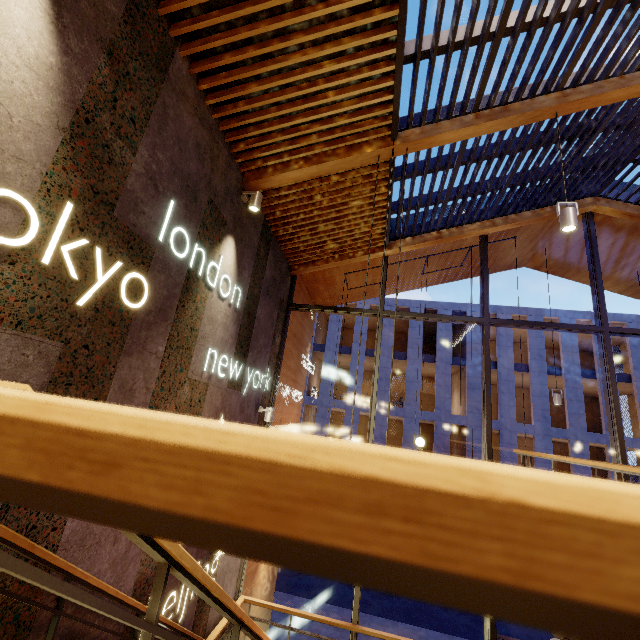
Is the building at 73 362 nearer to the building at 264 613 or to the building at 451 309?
the building at 264 613

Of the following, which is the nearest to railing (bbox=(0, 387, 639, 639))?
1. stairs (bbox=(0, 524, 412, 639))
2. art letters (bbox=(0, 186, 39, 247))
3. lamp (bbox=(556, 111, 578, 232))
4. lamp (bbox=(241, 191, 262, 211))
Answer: stairs (bbox=(0, 524, 412, 639))

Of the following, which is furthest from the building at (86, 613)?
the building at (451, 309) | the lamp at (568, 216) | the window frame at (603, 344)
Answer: the building at (451, 309)

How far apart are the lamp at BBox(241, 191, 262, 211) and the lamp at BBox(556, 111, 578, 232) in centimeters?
369cm

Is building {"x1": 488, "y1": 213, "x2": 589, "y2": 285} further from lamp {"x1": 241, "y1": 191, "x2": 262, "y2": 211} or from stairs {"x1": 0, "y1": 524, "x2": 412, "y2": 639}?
lamp {"x1": 241, "y1": 191, "x2": 262, "y2": 211}

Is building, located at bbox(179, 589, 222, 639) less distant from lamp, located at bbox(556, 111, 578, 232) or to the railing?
the railing

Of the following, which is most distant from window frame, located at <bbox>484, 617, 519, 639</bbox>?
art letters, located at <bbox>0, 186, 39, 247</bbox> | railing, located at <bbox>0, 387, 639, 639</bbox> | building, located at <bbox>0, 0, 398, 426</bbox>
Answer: art letters, located at <bbox>0, 186, 39, 247</bbox>

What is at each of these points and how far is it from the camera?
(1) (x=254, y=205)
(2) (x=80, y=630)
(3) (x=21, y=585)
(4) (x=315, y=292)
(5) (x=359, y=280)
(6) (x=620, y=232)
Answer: (1) lamp, 4.30m
(2) building, 2.42m
(3) building, 1.97m
(4) building, 8.81m
(5) building, 8.54m
(6) building, 7.01m
